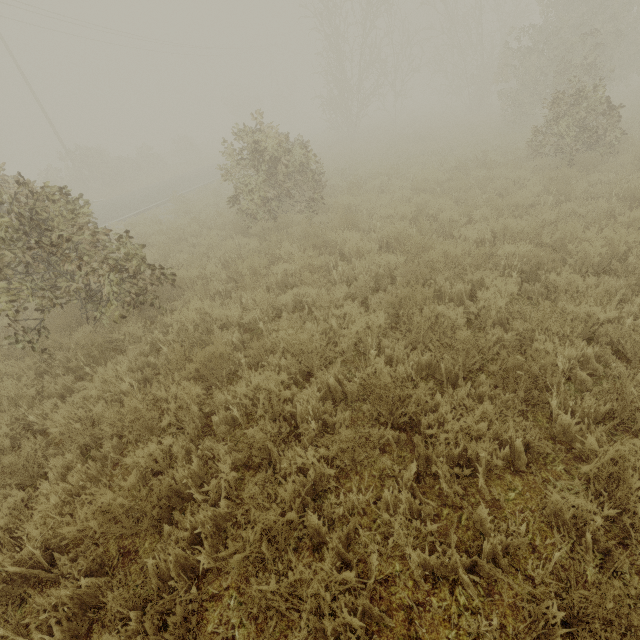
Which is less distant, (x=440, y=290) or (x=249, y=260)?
(x=440, y=290)
